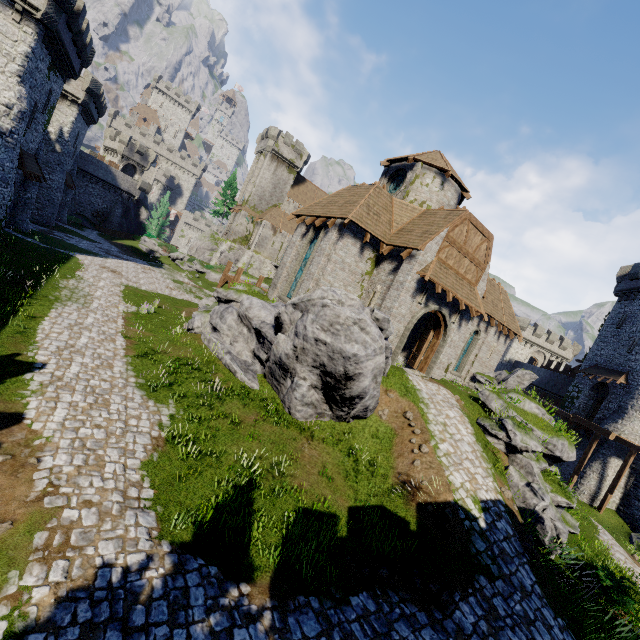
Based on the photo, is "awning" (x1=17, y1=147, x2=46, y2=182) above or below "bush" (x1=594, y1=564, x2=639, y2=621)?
above

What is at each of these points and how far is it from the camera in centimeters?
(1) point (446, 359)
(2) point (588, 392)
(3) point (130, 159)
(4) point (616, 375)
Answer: (1) building, 1998cm
(2) building, 3269cm
(3) building tower, 5828cm
(4) awning, 2969cm

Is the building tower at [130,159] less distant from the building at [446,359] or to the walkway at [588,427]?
the building at [446,359]

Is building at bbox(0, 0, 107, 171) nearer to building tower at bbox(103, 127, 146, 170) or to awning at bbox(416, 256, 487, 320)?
building tower at bbox(103, 127, 146, 170)

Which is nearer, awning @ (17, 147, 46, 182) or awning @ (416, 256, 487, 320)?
awning @ (416, 256, 487, 320)

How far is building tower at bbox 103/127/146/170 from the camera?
56.3 meters

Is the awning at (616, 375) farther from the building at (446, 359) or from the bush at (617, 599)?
the bush at (617, 599)

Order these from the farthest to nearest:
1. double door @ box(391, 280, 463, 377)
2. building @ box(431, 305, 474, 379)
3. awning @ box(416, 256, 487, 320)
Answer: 1. building @ box(431, 305, 474, 379)
2. double door @ box(391, 280, 463, 377)
3. awning @ box(416, 256, 487, 320)
